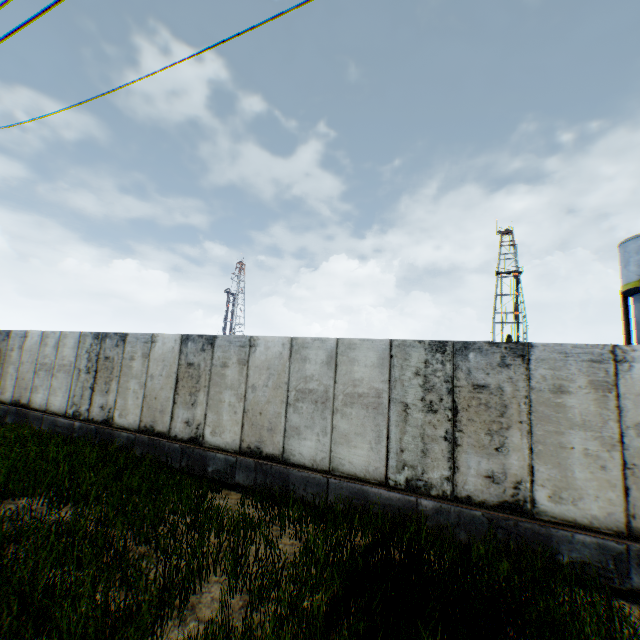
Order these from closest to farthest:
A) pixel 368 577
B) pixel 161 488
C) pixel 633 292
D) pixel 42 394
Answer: pixel 368 577
pixel 161 488
pixel 42 394
pixel 633 292
